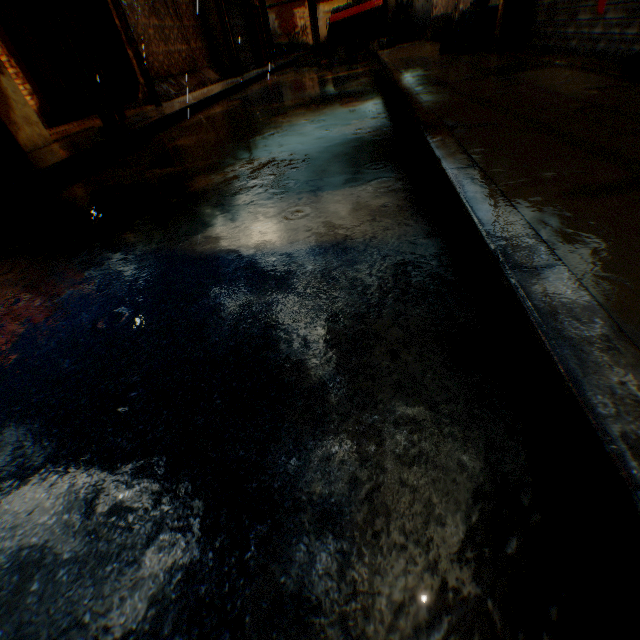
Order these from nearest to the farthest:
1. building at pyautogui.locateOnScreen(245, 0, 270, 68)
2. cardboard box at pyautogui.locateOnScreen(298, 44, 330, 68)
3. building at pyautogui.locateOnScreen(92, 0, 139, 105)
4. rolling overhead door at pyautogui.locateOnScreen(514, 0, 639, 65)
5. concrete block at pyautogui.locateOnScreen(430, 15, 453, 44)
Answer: rolling overhead door at pyautogui.locateOnScreen(514, 0, 639, 65) → concrete block at pyautogui.locateOnScreen(430, 15, 453, 44) → building at pyautogui.locateOnScreen(92, 0, 139, 105) → cardboard box at pyautogui.locateOnScreen(298, 44, 330, 68) → building at pyautogui.locateOnScreen(245, 0, 270, 68)

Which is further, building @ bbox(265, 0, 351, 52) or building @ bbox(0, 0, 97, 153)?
building @ bbox(265, 0, 351, 52)

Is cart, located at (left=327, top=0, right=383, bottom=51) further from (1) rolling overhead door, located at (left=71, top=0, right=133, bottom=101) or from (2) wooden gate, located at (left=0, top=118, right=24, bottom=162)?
(2) wooden gate, located at (left=0, top=118, right=24, bottom=162)

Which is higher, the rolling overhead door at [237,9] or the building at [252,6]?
the building at [252,6]

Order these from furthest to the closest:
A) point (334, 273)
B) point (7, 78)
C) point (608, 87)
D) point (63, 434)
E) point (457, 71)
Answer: point (7, 78)
point (457, 71)
point (608, 87)
point (334, 273)
point (63, 434)

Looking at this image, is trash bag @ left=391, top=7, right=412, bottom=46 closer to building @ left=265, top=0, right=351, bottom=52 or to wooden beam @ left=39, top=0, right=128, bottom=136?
building @ left=265, top=0, right=351, bottom=52

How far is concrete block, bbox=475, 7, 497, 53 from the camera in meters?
5.8 m

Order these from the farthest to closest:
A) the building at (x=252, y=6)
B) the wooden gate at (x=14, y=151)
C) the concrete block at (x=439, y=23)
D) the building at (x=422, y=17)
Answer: the building at (x=252, y=6)
the building at (x=422, y=17)
the concrete block at (x=439, y=23)
the wooden gate at (x=14, y=151)
